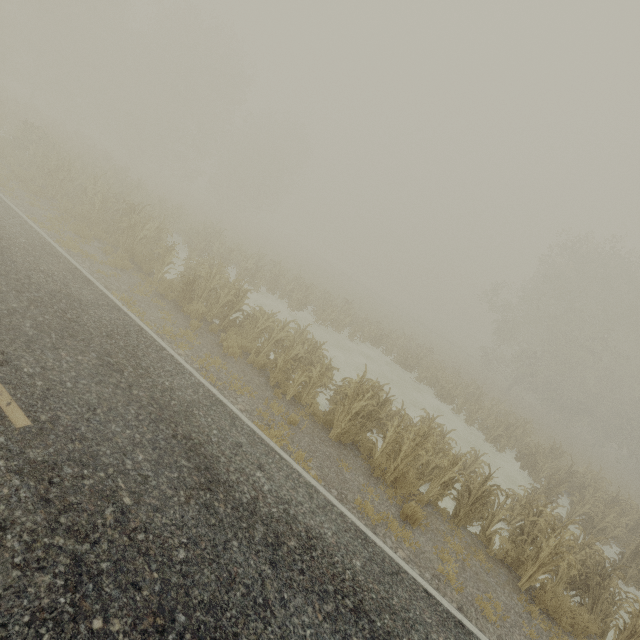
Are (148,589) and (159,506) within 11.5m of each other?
yes
